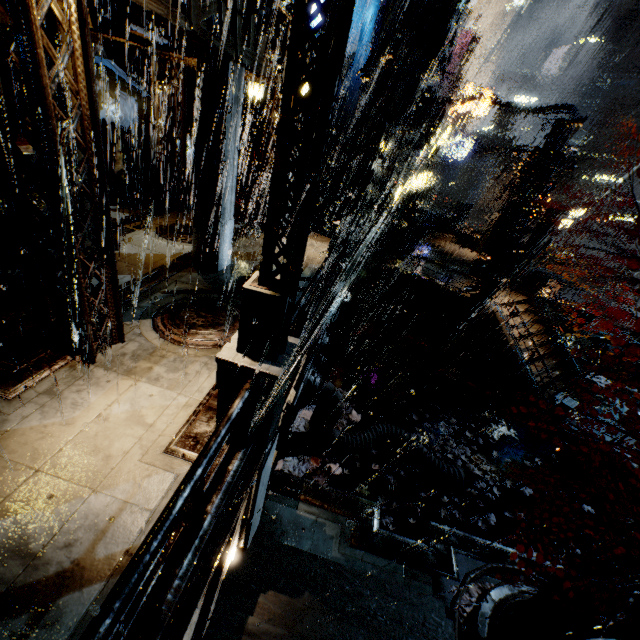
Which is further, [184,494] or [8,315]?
[8,315]

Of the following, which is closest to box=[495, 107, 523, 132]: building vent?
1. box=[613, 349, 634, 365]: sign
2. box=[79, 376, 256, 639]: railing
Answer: box=[613, 349, 634, 365]: sign

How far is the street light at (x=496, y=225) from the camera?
22.95m

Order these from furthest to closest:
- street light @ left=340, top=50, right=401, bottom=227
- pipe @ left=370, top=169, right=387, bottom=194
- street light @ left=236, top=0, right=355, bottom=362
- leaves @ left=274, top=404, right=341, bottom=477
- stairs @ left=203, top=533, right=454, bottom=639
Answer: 1. pipe @ left=370, top=169, right=387, bottom=194
2. street light @ left=340, top=50, right=401, bottom=227
3. leaves @ left=274, top=404, right=341, bottom=477
4. stairs @ left=203, top=533, right=454, bottom=639
5. street light @ left=236, top=0, right=355, bottom=362

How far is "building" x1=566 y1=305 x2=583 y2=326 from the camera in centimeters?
2761cm

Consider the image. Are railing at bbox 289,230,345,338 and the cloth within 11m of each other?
yes

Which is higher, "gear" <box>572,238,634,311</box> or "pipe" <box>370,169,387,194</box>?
"pipe" <box>370,169,387,194</box>

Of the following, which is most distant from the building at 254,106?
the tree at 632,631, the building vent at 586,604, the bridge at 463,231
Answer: the building vent at 586,604
